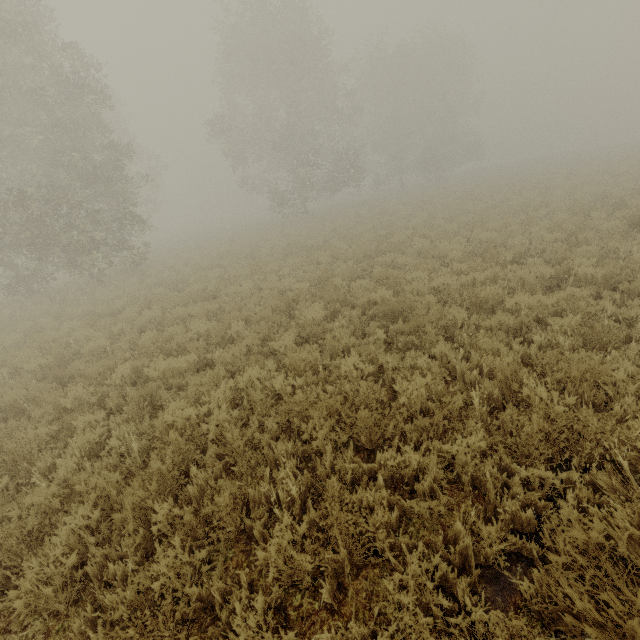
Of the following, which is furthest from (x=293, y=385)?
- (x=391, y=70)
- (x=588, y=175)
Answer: (x=391, y=70)
